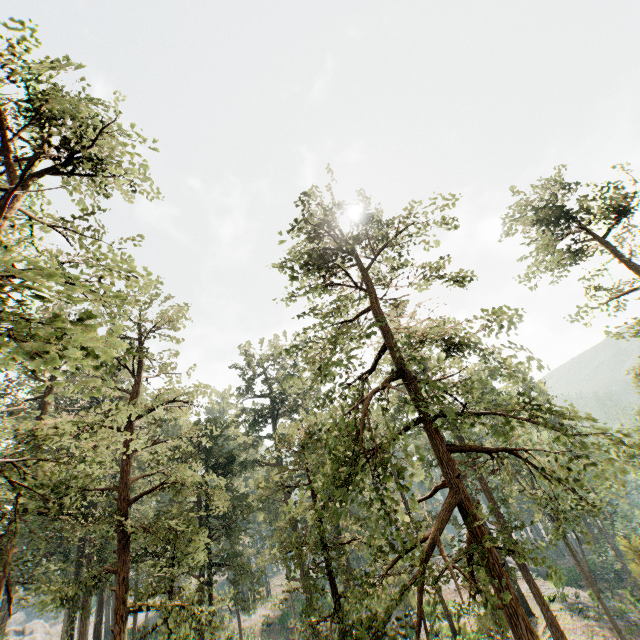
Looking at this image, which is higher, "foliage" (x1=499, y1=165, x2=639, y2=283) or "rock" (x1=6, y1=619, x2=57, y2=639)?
"foliage" (x1=499, y1=165, x2=639, y2=283)

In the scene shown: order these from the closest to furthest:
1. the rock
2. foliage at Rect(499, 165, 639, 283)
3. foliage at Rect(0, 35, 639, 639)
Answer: foliage at Rect(0, 35, 639, 639) < foliage at Rect(499, 165, 639, 283) < the rock

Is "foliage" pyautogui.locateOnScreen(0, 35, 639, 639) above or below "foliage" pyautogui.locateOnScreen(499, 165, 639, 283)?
below

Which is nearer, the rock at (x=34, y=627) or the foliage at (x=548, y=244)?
the foliage at (x=548, y=244)

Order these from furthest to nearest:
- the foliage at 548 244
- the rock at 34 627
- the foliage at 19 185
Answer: the rock at 34 627 → the foliage at 548 244 → the foliage at 19 185

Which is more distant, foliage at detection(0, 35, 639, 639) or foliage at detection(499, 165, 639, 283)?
foliage at detection(499, 165, 639, 283)

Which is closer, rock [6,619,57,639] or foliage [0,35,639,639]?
foliage [0,35,639,639]

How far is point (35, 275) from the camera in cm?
636
